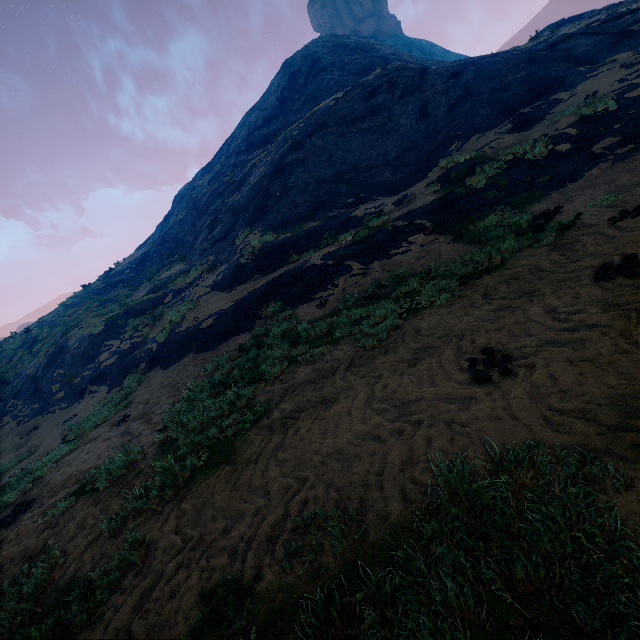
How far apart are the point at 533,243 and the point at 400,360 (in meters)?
4.77
